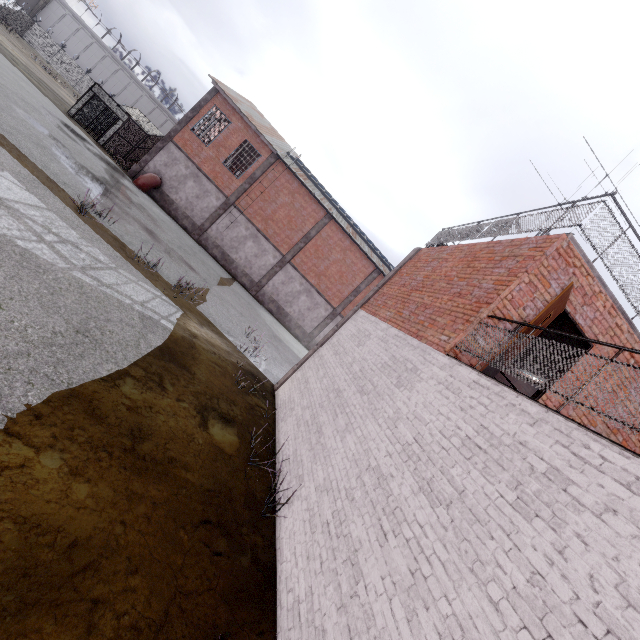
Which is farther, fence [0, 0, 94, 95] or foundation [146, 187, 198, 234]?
fence [0, 0, 94, 95]

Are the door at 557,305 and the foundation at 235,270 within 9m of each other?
no

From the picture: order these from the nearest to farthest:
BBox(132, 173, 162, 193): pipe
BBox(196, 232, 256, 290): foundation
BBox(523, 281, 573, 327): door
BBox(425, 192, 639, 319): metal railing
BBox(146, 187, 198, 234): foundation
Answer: BBox(523, 281, 573, 327): door → BBox(425, 192, 639, 319): metal railing → BBox(132, 173, 162, 193): pipe → BBox(146, 187, 198, 234): foundation → BBox(196, 232, 256, 290): foundation

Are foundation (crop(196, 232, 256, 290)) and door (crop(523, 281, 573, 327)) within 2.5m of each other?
no

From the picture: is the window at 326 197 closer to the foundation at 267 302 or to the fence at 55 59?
the foundation at 267 302

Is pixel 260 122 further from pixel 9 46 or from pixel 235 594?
pixel 235 594

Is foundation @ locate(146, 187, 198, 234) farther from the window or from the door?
the door

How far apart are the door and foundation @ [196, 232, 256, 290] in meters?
21.7 m
